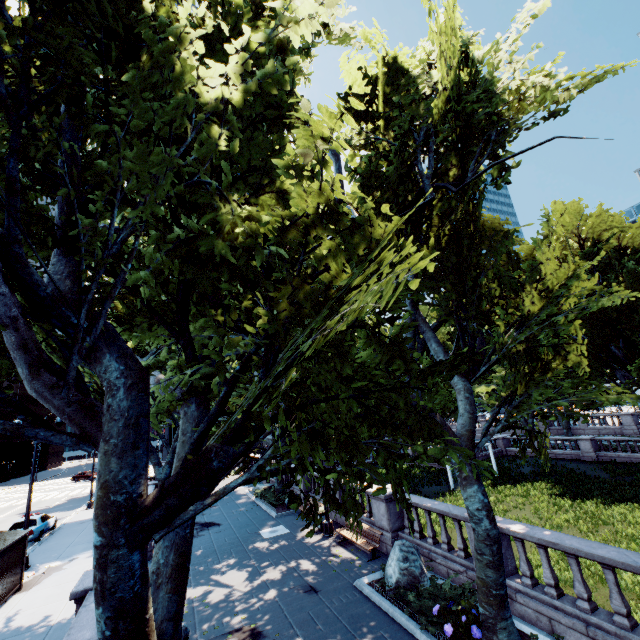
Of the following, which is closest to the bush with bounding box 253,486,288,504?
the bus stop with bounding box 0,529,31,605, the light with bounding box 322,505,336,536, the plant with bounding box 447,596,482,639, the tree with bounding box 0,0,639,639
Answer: the tree with bounding box 0,0,639,639

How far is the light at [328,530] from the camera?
15.7 meters

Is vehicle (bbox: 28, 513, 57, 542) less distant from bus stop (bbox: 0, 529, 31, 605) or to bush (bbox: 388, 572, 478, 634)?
bus stop (bbox: 0, 529, 31, 605)

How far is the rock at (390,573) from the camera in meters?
9.9

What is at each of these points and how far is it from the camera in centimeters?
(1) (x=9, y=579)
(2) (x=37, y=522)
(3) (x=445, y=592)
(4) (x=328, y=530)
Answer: (1) bus stop, 1266cm
(2) vehicle, 2116cm
(3) bush, 920cm
(4) light, 1573cm

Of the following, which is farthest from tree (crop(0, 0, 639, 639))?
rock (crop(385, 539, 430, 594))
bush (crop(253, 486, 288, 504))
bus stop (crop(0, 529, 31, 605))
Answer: bus stop (crop(0, 529, 31, 605))

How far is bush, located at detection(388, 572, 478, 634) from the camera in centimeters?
812cm

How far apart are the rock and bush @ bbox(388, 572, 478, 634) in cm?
3
